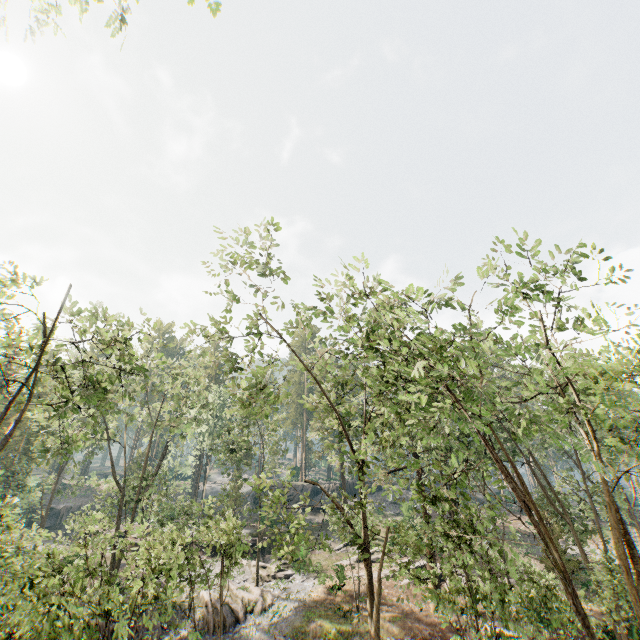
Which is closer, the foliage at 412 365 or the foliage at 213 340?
the foliage at 412 365

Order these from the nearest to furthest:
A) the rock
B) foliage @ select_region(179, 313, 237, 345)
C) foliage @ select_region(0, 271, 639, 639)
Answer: foliage @ select_region(0, 271, 639, 639), foliage @ select_region(179, 313, 237, 345), the rock

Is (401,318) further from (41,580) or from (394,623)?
(394,623)

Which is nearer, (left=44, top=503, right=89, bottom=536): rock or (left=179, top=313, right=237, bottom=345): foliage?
(left=179, top=313, right=237, bottom=345): foliage

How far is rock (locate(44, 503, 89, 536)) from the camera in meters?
47.4

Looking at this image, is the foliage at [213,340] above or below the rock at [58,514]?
above

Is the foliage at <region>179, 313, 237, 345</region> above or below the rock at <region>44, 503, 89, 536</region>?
above
